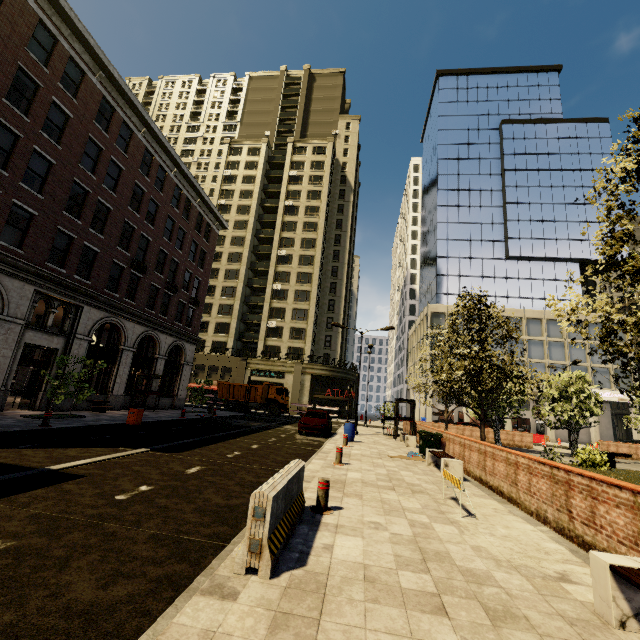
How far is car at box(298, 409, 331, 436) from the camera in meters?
18.5 m

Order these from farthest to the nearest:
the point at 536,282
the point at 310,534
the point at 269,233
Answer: the point at 269,233
the point at 536,282
the point at 310,534

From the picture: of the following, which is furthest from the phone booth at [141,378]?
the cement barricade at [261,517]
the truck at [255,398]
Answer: the cement barricade at [261,517]

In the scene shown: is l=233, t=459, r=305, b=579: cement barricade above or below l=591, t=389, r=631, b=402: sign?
below

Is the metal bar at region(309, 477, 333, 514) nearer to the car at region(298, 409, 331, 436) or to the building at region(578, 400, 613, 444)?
the car at region(298, 409, 331, 436)

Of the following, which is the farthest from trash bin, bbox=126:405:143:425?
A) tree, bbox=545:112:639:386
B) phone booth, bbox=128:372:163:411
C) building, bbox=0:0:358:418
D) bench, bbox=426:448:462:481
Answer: bench, bbox=426:448:462:481

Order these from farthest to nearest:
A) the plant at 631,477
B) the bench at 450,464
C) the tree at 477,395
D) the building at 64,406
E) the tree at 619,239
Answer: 1. the building at 64,406
2. the tree at 477,395
3. the plant at 631,477
4. the bench at 450,464
5. the tree at 619,239

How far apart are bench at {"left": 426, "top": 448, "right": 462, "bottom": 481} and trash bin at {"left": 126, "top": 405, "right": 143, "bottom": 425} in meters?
13.3 m
